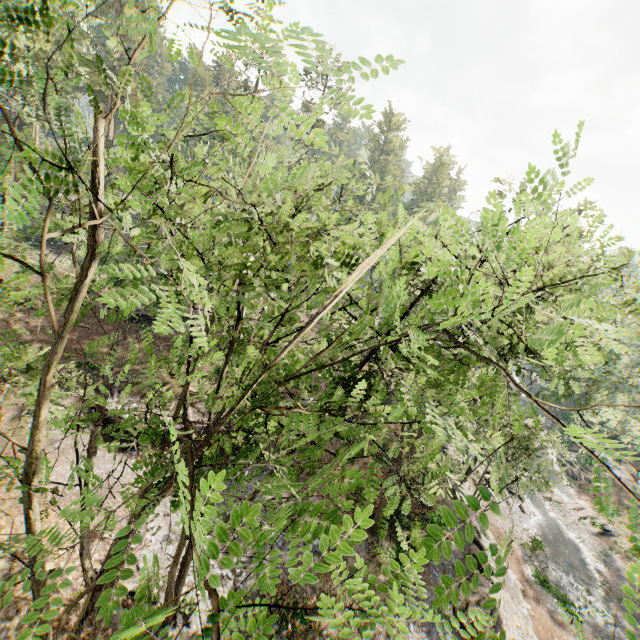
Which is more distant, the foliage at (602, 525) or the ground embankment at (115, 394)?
the foliage at (602, 525)

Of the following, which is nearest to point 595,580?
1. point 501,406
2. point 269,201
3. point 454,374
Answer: point 454,374

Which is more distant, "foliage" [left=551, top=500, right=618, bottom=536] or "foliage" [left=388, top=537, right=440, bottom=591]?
"foliage" [left=551, top=500, right=618, bottom=536]

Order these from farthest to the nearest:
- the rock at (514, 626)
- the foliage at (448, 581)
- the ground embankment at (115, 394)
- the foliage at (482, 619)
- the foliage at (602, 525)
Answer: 1. the foliage at (602, 525)
2. the ground embankment at (115, 394)
3. the rock at (514, 626)
4. the foliage at (448, 581)
5. the foliage at (482, 619)

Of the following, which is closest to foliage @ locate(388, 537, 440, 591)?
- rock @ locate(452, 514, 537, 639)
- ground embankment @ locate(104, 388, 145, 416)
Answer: rock @ locate(452, 514, 537, 639)

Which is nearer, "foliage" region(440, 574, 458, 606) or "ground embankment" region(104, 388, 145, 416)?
"foliage" region(440, 574, 458, 606)

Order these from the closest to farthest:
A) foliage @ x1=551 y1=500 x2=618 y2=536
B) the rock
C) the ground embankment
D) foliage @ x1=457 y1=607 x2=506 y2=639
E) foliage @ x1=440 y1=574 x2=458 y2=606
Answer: foliage @ x1=457 y1=607 x2=506 y2=639 < foliage @ x1=440 y1=574 x2=458 y2=606 < the rock < the ground embankment < foliage @ x1=551 y1=500 x2=618 y2=536
